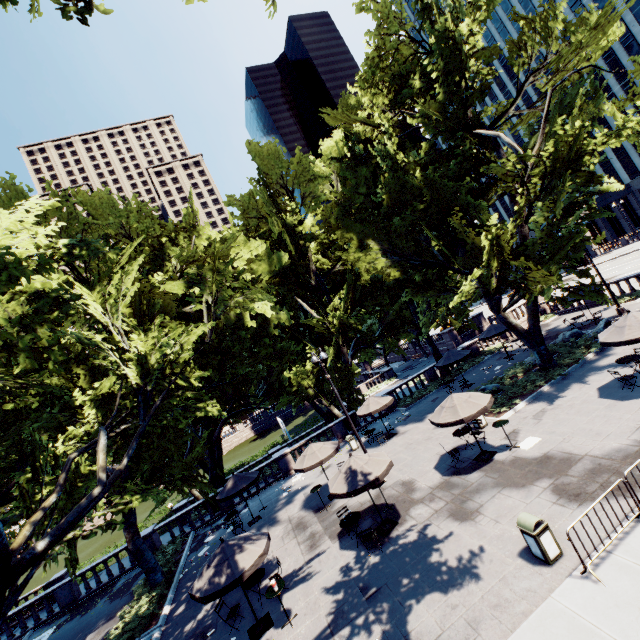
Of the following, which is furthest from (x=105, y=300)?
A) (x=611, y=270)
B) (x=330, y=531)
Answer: (x=611, y=270)

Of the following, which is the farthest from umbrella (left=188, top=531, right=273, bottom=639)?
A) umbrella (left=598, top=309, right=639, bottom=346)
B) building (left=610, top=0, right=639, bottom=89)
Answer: building (left=610, top=0, right=639, bottom=89)

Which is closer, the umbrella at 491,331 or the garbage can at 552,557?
the garbage can at 552,557

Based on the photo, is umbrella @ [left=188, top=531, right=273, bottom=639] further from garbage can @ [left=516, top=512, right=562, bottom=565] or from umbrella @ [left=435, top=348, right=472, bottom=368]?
umbrella @ [left=435, top=348, right=472, bottom=368]

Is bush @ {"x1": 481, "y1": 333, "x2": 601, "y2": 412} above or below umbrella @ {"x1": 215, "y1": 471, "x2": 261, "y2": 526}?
below

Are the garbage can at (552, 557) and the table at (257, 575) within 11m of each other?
yes

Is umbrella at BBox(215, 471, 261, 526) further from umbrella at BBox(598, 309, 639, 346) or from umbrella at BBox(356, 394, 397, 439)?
umbrella at BBox(598, 309, 639, 346)

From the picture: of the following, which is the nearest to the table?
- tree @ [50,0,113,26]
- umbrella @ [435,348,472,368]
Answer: tree @ [50,0,113,26]
